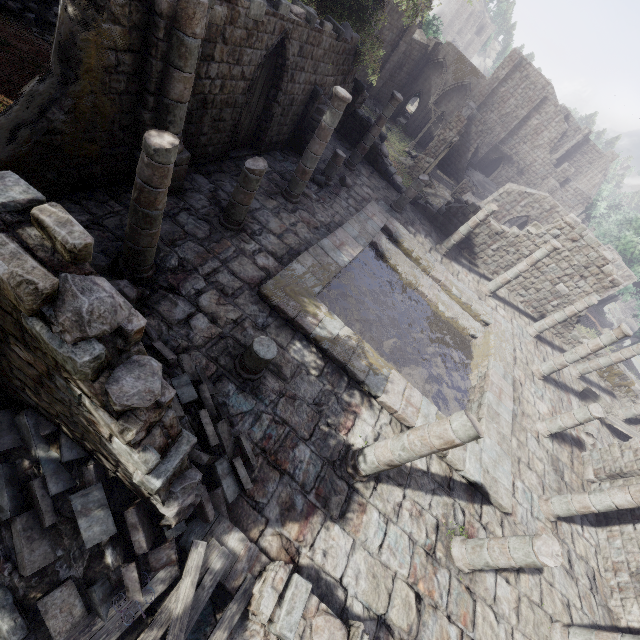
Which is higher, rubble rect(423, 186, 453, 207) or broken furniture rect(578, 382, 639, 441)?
broken furniture rect(578, 382, 639, 441)

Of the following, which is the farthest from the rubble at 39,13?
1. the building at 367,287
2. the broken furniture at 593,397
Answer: the broken furniture at 593,397

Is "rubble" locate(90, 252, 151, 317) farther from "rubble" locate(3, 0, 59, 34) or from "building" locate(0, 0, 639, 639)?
"rubble" locate(3, 0, 59, 34)

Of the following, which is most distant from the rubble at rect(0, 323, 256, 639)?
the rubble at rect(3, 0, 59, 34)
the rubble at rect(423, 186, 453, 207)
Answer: the rubble at rect(423, 186, 453, 207)

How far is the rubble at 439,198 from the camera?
28.7m

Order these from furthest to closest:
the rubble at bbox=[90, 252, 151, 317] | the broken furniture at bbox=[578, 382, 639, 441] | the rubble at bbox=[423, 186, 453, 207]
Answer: the rubble at bbox=[423, 186, 453, 207], the broken furniture at bbox=[578, 382, 639, 441], the rubble at bbox=[90, 252, 151, 317]

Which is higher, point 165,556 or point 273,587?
point 273,587

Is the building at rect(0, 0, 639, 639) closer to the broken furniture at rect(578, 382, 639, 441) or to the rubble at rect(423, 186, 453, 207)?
the rubble at rect(423, 186, 453, 207)
